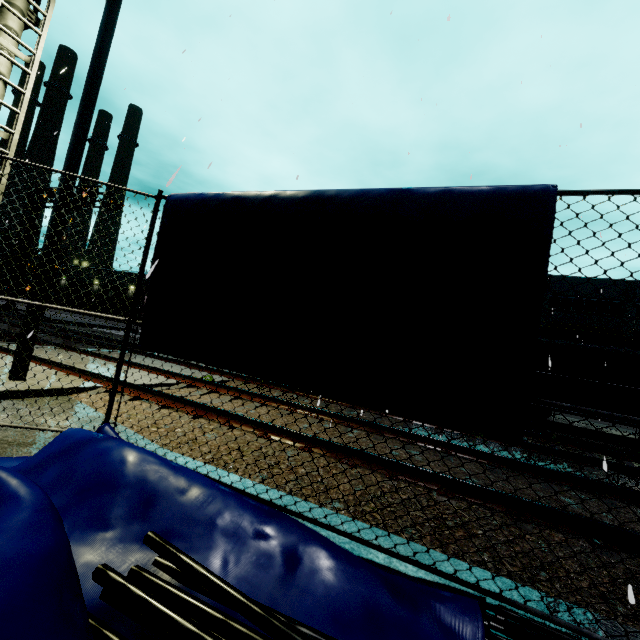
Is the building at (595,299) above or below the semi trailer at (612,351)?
above

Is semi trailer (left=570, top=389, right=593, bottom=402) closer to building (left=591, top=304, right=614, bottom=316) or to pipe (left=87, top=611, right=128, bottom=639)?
building (left=591, top=304, right=614, bottom=316)

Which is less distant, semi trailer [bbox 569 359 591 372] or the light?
the light

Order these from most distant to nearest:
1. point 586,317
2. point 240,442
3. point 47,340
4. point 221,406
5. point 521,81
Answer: point 586,317 → point 47,340 → point 521,81 → point 221,406 → point 240,442

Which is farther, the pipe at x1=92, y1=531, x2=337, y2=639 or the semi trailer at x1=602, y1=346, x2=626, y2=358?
the semi trailer at x1=602, y1=346, x2=626, y2=358

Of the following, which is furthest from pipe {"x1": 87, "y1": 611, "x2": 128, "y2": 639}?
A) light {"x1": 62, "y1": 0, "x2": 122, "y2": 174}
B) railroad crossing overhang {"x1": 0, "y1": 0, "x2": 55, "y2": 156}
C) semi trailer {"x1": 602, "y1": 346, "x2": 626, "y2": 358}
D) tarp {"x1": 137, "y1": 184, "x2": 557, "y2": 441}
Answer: railroad crossing overhang {"x1": 0, "y1": 0, "x2": 55, "y2": 156}

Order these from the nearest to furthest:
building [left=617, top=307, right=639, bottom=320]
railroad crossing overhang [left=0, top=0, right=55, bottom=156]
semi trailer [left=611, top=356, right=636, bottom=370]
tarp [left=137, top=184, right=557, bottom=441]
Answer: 1. tarp [left=137, top=184, right=557, bottom=441]
2. railroad crossing overhang [left=0, top=0, right=55, bottom=156]
3. semi trailer [left=611, top=356, right=636, bottom=370]
4. building [left=617, top=307, right=639, bottom=320]

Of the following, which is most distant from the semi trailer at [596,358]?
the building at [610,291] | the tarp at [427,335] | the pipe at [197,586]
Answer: the pipe at [197,586]
